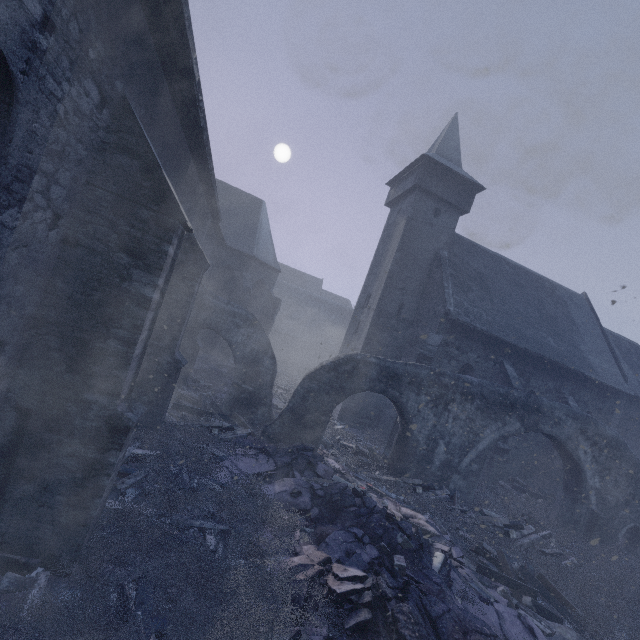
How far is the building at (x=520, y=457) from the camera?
15.16m

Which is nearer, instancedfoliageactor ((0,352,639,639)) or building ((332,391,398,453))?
instancedfoliageactor ((0,352,639,639))

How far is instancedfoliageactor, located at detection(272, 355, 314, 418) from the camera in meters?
16.9 m

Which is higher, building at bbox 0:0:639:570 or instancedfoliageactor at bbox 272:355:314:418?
building at bbox 0:0:639:570

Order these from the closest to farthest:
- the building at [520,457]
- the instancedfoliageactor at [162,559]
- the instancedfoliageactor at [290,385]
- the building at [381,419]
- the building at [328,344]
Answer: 1. the building at [328,344]
2. the instancedfoliageactor at [162,559]
3. the building at [520,457]
4. the building at [381,419]
5. the instancedfoliageactor at [290,385]

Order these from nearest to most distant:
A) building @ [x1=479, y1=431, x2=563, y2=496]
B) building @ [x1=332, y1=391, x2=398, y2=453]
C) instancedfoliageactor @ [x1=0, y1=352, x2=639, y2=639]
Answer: instancedfoliageactor @ [x1=0, y1=352, x2=639, y2=639] < building @ [x1=479, y1=431, x2=563, y2=496] < building @ [x1=332, y1=391, x2=398, y2=453]

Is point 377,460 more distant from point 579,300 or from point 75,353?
point 579,300
